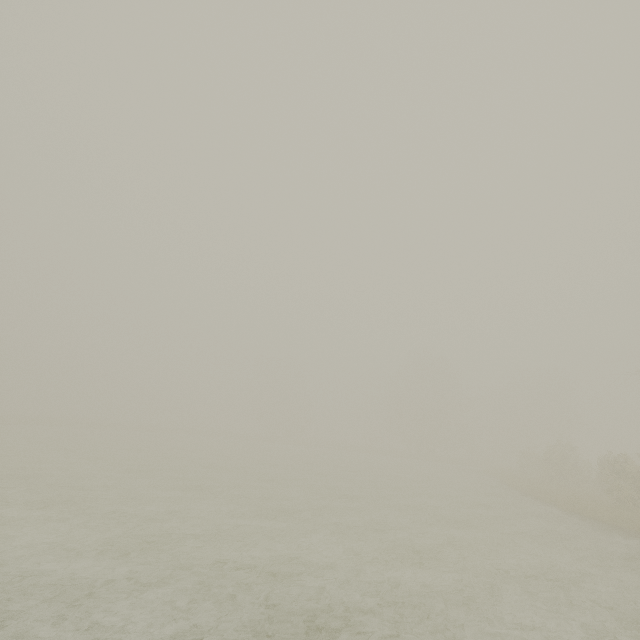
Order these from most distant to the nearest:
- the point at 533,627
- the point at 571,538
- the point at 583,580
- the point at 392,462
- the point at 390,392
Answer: the point at 390,392 < the point at 392,462 < the point at 571,538 < the point at 583,580 < the point at 533,627
